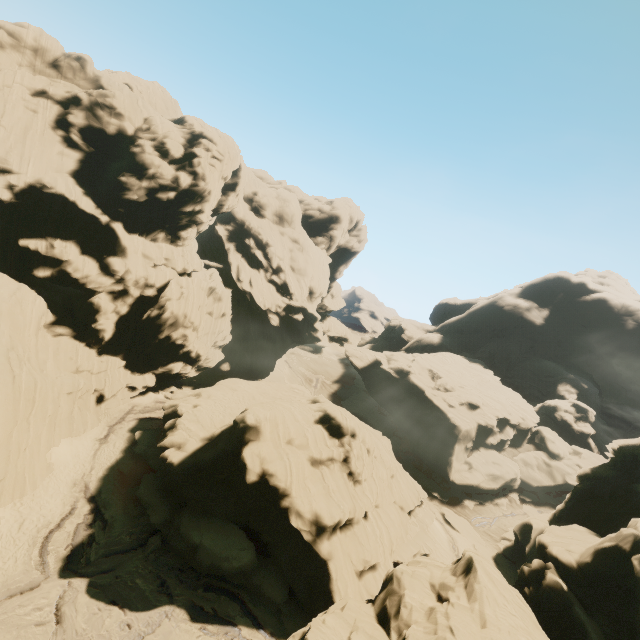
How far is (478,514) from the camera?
43.47m
